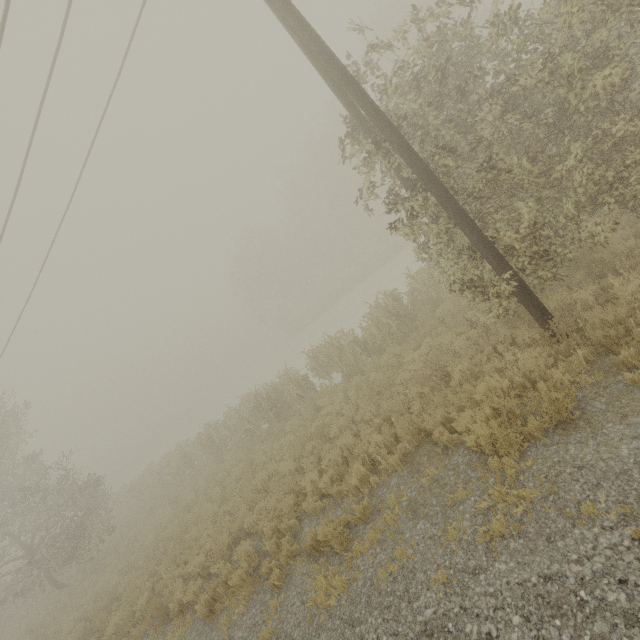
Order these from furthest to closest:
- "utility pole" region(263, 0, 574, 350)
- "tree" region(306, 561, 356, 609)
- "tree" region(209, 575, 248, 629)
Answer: "tree" region(209, 575, 248, 629), "utility pole" region(263, 0, 574, 350), "tree" region(306, 561, 356, 609)

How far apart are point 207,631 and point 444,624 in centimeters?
586cm

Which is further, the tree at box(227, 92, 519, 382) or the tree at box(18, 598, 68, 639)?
the tree at box(18, 598, 68, 639)

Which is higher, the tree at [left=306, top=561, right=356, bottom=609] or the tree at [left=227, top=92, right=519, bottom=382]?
the tree at [left=227, top=92, right=519, bottom=382]

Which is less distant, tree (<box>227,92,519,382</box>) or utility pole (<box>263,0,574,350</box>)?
utility pole (<box>263,0,574,350</box>)

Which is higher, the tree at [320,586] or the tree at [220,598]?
the tree at [320,586]
